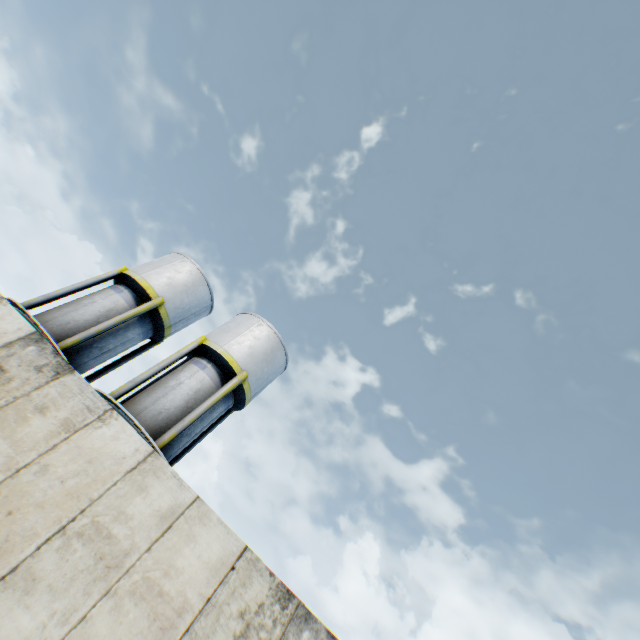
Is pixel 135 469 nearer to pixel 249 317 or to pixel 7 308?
pixel 7 308

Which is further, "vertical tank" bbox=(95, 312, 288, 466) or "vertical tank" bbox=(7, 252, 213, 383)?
"vertical tank" bbox=(7, 252, 213, 383)

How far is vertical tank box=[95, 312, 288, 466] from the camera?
12.27m

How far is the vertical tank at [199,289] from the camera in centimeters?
1345cm

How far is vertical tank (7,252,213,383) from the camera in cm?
1345

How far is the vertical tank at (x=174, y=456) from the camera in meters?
12.3
